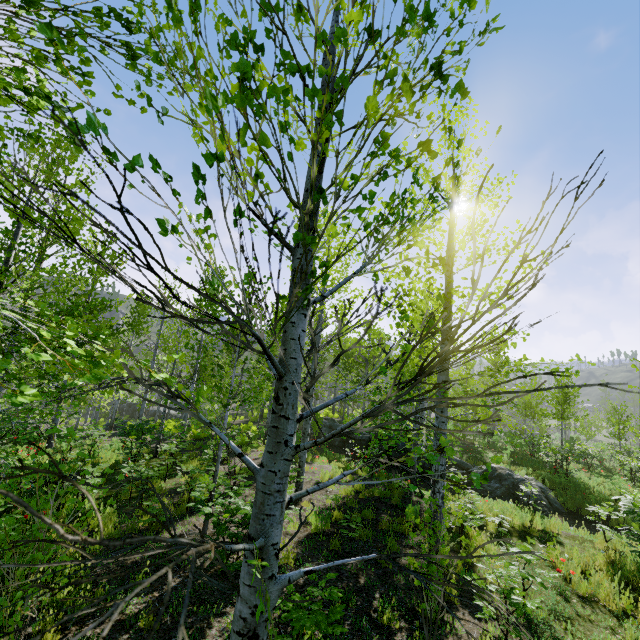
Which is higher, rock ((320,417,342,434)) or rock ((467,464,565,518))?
rock ((320,417,342,434))

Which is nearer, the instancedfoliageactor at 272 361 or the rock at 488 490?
the instancedfoliageactor at 272 361

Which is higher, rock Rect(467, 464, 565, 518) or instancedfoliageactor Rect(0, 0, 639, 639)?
instancedfoliageactor Rect(0, 0, 639, 639)

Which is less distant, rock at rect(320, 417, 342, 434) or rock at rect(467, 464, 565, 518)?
rock at rect(467, 464, 565, 518)

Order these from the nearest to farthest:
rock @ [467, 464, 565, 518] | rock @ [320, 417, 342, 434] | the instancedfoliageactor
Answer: the instancedfoliageactor
rock @ [467, 464, 565, 518]
rock @ [320, 417, 342, 434]

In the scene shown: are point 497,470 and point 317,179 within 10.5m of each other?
no

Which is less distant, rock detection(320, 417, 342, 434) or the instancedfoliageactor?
the instancedfoliageactor
